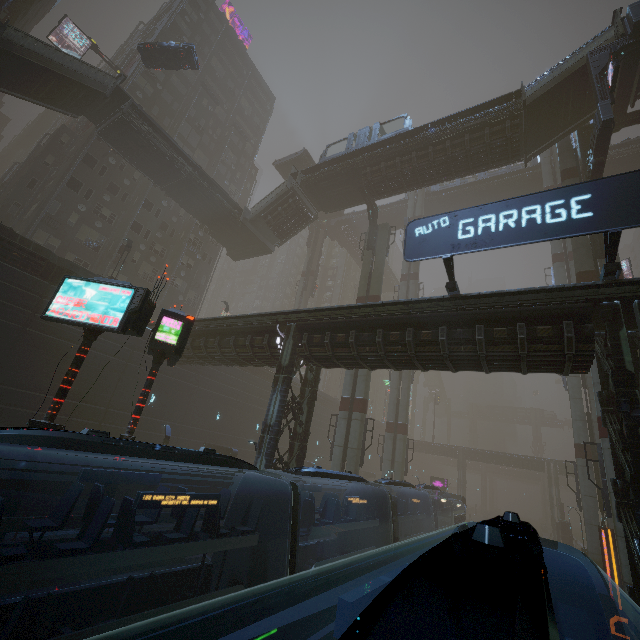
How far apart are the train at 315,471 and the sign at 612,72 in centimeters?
2441cm

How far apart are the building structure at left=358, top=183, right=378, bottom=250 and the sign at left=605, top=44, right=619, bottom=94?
16.33m

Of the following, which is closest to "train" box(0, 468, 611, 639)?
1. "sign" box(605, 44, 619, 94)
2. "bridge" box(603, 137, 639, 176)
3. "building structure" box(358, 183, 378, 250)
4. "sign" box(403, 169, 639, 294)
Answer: "sign" box(403, 169, 639, 294)

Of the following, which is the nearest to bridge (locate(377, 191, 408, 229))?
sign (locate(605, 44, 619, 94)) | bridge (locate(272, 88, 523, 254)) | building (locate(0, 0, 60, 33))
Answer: building (locate(0, 0, 60, 33))

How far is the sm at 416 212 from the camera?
43.1 meters

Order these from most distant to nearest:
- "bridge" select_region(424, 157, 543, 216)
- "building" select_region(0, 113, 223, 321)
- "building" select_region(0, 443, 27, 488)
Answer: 1. "bridge" select_region(424, 157, 543, 216)
2. "building" select_region(0, 113, 223, 321)
3. "building" select_region(0, 443, 27, 488)

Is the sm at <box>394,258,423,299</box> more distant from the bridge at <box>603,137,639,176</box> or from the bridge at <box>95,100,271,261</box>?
the bridge at <box>95,100,271,261</box>

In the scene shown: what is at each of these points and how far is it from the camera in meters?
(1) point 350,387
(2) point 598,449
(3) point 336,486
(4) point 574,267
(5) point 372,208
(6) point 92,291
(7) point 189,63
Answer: (1) sm, 25.2 m
(2) sm, 16.6 m
(3) sm, 22.5 m
(4) sm, 21.1 m
(5) building structure, 30.5 m
(6) sign, 10.0 m
(7) car, 26.3 m
